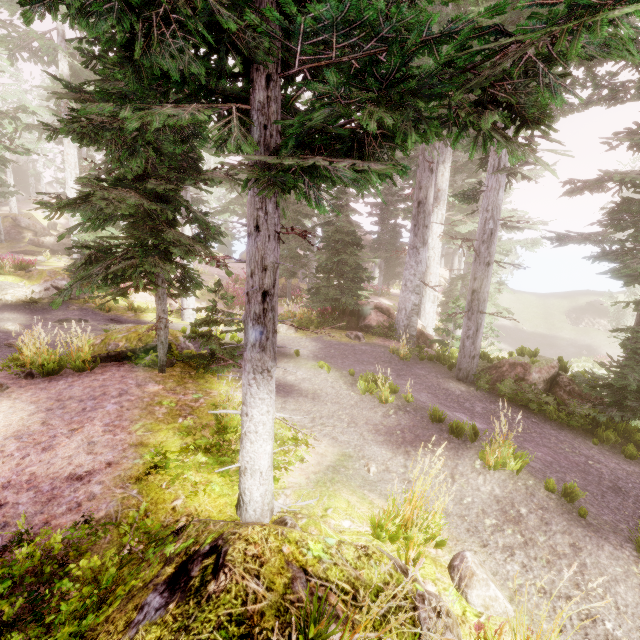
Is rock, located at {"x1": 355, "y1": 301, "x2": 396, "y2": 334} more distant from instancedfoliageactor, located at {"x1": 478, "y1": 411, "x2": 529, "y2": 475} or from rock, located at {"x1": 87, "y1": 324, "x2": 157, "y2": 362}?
rock, located at {"x1": 87, "y1": 324, "x2": 157, "y2": 362}

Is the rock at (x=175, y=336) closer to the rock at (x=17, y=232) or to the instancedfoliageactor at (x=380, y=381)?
the instancedfoliageactor at (x=380, y=381)

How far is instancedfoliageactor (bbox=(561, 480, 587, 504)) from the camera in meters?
4.8

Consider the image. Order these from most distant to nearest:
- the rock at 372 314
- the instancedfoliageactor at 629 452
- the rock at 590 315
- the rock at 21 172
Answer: the rock at 21 172 → the rock at 590 315 → the rock at 372 314 → the instancedfoliageactor at 629 452

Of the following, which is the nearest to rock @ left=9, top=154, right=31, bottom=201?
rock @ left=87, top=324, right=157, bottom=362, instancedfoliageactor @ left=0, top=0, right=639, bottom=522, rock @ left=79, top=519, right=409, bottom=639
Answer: instancedfoliageactor @ left=0, top=0, right=639, bottom=522

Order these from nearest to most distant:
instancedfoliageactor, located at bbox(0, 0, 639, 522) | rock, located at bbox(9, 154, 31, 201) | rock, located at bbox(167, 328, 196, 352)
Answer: instancedfoliageactor, located at bbox(0, 0, 639, 522) → rock, located at bbox(167, 328, 196, 352) → rock, located at bbox(9, 154, 31, 201)

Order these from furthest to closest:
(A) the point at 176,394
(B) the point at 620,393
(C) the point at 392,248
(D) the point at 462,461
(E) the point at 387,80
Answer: (C) the point at 392,248
(B) the point at 620,393
(A) the point at 176,394
(D) the point at 462,461
(E) the point at 387,80

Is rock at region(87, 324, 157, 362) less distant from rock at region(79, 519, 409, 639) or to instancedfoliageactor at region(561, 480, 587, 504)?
instancedfoliageactor at region(561, 480, 587, 504)
